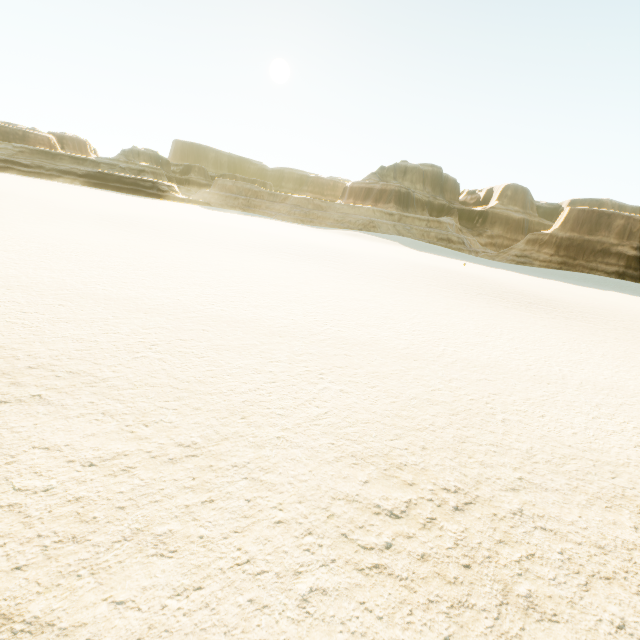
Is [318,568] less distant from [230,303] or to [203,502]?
[203,502]
